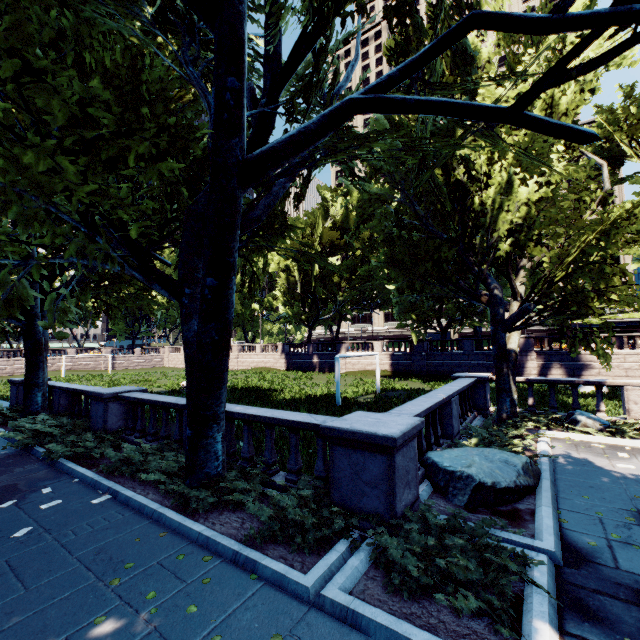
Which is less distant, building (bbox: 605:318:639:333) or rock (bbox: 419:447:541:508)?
rock (bbox: 419:447:541:508)

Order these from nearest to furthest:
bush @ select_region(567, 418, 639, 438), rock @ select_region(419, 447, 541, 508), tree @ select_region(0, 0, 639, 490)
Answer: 1. tree @ select_region(0, 0, 639, 490)
2. rock @ select_region(419, 447, 541, 508)
3. bush @ select_region(567, 418, 639, 438)

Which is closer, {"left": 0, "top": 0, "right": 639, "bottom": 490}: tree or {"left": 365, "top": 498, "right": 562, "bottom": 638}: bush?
{"left": 365, "top": 498, "right": 562, "bottom": 638}: bush

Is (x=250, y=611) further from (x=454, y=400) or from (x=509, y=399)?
(x=509, y=399)

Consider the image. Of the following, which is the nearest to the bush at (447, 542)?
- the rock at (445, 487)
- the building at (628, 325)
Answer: the rock at (445, 487)

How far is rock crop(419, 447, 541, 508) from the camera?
6.2 meters

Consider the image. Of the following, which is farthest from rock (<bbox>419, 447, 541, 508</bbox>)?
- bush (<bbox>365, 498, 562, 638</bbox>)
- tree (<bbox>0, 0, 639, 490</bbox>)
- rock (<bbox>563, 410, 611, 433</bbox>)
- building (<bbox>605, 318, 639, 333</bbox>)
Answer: building (<bbox>605, 318, 639, 333</bbox>)

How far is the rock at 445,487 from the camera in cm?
618
